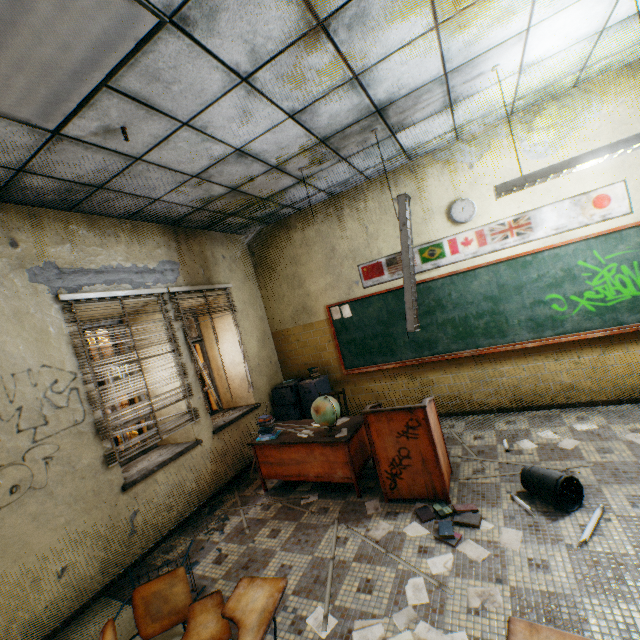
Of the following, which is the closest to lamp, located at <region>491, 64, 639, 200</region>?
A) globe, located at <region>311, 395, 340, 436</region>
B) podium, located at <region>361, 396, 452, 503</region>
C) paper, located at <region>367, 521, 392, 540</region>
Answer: podium, located at <region>361, 396, 452, 503</region>

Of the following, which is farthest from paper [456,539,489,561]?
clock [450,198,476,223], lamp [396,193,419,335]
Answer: clock [450,198,476,223]

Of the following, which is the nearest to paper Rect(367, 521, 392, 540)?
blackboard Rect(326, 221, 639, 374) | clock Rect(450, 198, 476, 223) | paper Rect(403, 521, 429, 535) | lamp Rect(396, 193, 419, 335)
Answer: paper Rect(403, 521, 429, 535)

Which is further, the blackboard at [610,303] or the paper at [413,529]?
the blackboard at [610,303]

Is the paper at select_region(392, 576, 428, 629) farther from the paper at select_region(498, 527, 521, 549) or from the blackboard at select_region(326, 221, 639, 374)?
the blackboard at select_region(326, 221, 639, 374)

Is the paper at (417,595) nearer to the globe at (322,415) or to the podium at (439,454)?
the podium at (439,454)

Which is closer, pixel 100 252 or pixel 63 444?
pixel 63 444

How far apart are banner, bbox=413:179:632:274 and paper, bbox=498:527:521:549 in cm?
330
